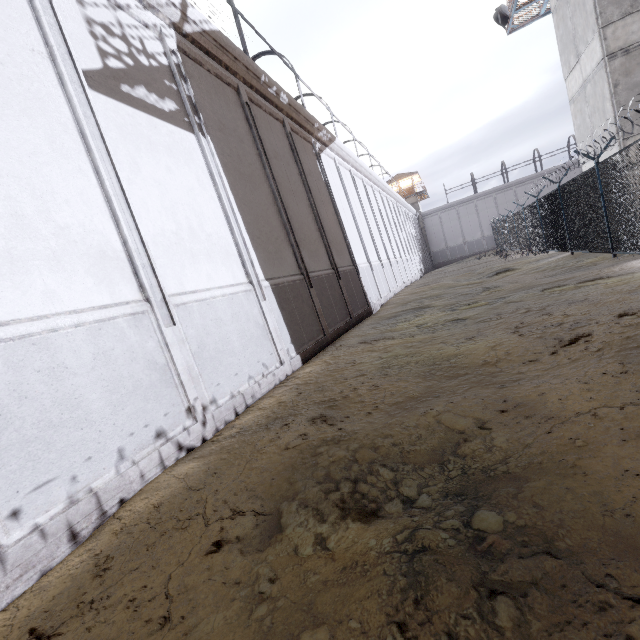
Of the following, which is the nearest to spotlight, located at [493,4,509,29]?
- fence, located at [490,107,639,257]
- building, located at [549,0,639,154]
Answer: building, located at [549,0,639,154]

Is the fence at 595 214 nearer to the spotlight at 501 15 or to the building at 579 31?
the building at 579 31

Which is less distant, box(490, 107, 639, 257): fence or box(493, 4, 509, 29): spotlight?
box(490, 107, 639, 257): fence

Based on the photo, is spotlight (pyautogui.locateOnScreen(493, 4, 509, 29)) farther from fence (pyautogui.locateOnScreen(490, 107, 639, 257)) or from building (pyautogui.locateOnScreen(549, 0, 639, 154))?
fence (pyautogui.locateOnScreen(490, 107, 639, 257))

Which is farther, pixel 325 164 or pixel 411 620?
pixel 325 164

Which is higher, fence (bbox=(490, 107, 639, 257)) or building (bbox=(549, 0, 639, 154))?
building (bbox=(549, 0, 639, 154))
